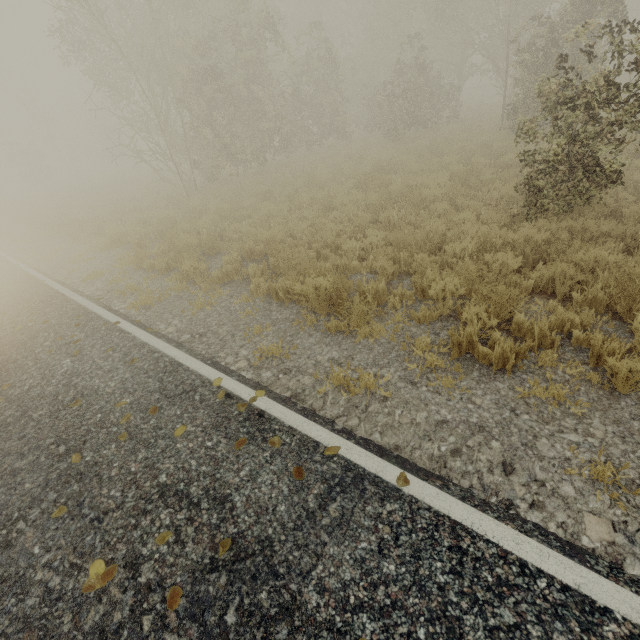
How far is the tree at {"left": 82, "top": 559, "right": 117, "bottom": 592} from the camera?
2.36m

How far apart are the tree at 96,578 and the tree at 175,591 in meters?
0.6 m

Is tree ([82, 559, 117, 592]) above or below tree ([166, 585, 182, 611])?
above

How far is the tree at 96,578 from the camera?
2.4 meters

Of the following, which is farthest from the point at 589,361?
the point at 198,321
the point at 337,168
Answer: the point at 337,168

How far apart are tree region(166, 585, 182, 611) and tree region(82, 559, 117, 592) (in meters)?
0.57

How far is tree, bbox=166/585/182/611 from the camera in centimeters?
220cm
